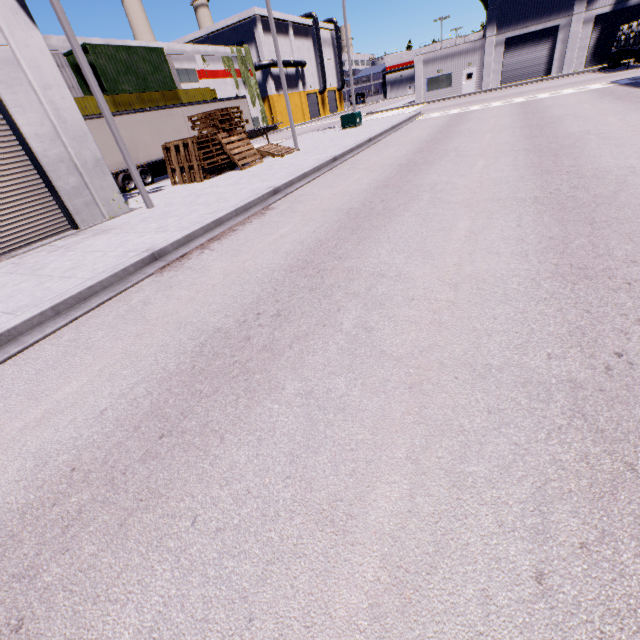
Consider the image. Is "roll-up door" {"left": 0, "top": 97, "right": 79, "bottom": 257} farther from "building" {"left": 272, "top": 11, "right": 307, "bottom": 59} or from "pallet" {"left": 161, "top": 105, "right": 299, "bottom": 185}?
"pallet" {"left": 161, "top": 105, "right": 299, "bottom": 185}

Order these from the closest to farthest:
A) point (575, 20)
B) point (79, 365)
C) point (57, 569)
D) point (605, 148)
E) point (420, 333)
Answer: point (57, 569), point (420, 333), point (79, 365), point (605, 148), point (575, 20)

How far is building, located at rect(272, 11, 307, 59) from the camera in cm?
5361

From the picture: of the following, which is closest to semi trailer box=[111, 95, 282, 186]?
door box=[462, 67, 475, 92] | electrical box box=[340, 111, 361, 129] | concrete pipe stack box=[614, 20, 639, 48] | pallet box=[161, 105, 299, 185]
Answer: concrete pipe stack box=[614, 20, 639, 48]

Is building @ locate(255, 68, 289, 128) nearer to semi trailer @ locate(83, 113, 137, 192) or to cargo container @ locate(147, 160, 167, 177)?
semi trailer @ locate(83, 113, 137, 192)

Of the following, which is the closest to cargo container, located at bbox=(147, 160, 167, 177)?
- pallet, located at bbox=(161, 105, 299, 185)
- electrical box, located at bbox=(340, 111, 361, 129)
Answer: pallet, located at bbox=(161, 105, 299, 185)

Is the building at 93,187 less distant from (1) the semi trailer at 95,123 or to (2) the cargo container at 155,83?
(1) the semi trailer at 95,123

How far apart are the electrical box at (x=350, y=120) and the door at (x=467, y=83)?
23.4m
